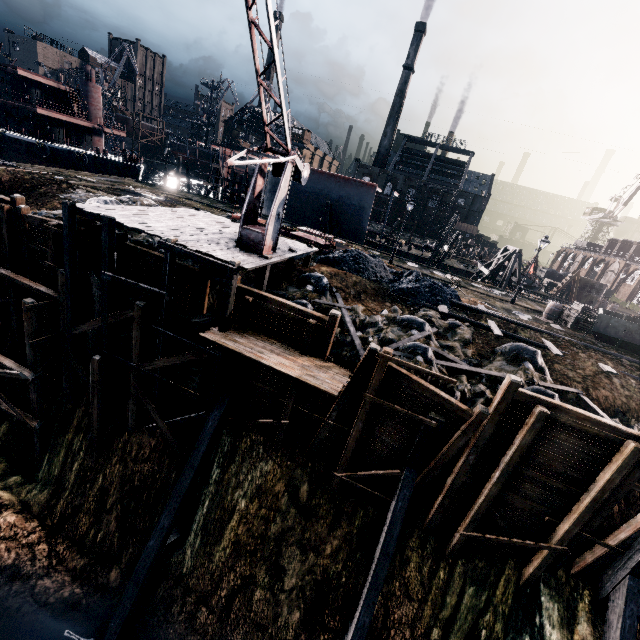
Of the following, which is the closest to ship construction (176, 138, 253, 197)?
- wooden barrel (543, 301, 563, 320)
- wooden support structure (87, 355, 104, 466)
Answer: wooden barrel (543, 301, 563, 320)

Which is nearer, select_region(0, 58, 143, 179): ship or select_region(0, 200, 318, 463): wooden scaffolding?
select_region(0, 200, 318, 463): wooden scaffolding

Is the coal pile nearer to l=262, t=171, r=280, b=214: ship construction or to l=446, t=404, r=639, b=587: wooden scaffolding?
l=446, t=404, r=639, b=587: wooden scaffolding

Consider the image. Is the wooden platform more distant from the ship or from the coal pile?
the ship

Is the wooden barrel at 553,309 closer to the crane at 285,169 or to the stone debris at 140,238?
the crane at 285,169

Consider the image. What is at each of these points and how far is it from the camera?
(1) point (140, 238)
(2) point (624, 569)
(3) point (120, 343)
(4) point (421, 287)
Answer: (1) stone debris, 18.33m
(2) wooden brace, 11.58m
(3) cloth, 15.47m
(4) coal pile, 20.47m

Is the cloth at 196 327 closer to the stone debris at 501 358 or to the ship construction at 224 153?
the stone debris at 501 358

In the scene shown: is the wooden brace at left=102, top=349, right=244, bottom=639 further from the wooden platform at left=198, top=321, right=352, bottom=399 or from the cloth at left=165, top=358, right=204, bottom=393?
the cloth at left=165, top=358, right=204, bottom=393
